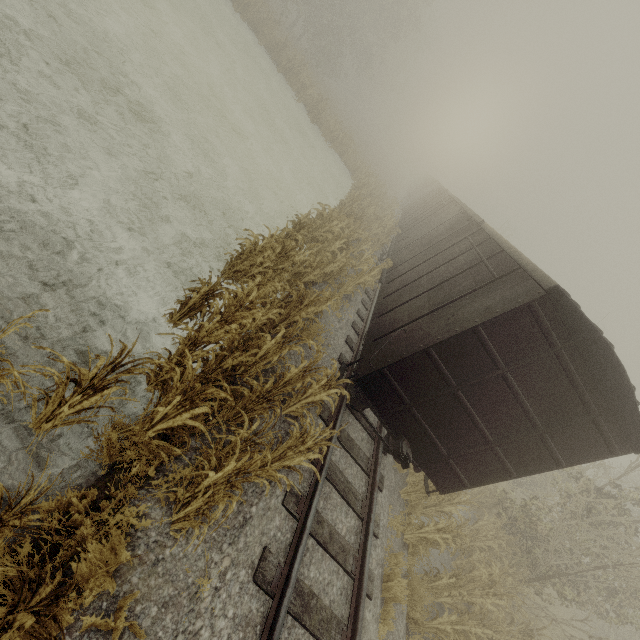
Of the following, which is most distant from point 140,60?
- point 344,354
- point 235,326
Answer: point 344,354

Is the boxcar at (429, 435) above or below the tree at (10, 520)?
above

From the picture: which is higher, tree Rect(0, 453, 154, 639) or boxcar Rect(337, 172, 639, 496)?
boxcar Rect(337, 172, 639, 496)

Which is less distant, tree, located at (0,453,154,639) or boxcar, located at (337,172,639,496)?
tree, located at (0,453,154,639)

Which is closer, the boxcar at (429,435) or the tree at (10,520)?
the tree at (10,520)
